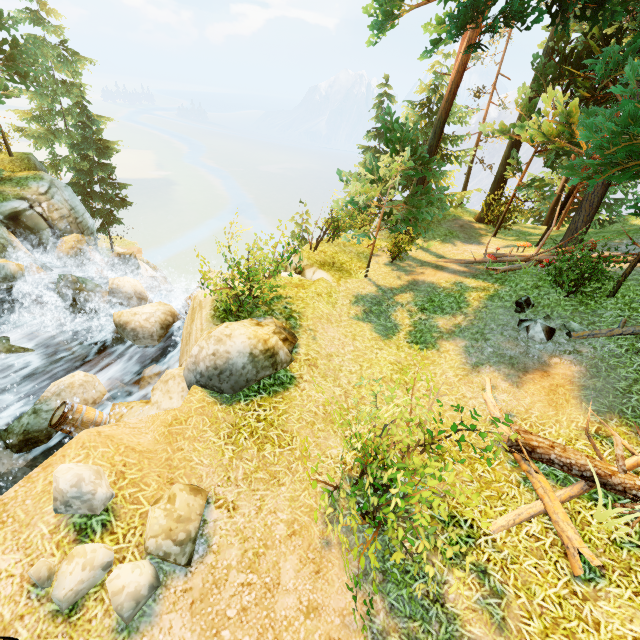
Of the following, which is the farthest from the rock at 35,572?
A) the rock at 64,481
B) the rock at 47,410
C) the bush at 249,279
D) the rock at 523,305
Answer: the rock at 523,305

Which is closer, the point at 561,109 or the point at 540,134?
the point at 561,109

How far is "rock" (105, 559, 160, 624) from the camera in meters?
3.8

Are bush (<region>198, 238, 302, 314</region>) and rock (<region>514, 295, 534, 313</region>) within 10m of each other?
yes

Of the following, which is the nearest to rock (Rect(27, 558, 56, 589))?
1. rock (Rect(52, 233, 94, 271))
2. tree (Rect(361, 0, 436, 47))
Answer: tree (Rect(361, 0, 436, 47))

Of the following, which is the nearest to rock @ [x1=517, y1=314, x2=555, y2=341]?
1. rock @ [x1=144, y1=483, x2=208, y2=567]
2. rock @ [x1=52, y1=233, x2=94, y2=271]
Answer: rock @ [x1=144, y1=483, x2=208, y2=567]

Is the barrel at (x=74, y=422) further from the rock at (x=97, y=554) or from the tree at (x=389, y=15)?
the tree at (x=389, y=15)

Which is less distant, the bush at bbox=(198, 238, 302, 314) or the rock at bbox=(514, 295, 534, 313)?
the bush at bbox=(198, 238, 302, 314)
